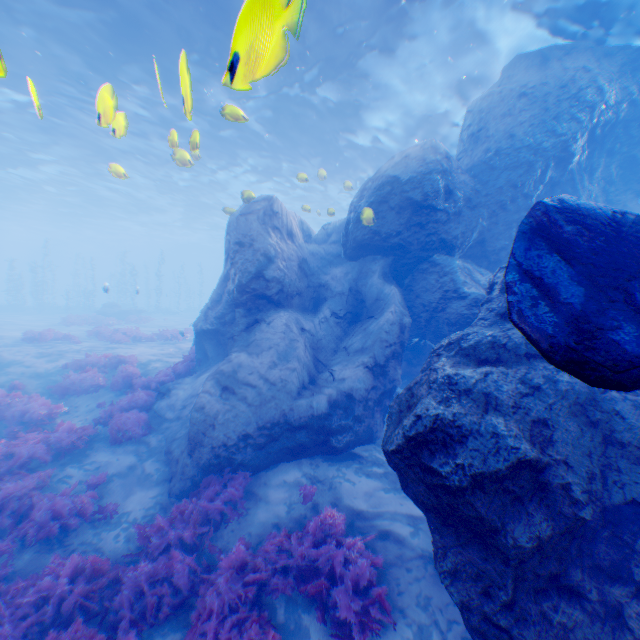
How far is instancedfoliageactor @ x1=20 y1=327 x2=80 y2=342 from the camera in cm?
1694

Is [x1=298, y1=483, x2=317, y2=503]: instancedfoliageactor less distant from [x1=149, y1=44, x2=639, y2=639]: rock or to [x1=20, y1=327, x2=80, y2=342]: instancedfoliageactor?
[x1=149, y1=44, x2=639, y2=639]: rock

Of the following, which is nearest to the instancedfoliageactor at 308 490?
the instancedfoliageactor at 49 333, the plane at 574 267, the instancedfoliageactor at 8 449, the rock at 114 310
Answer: the instancedfoliageactor at 8 449

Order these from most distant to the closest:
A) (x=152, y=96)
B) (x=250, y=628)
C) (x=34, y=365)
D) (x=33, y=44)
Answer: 1. (x=152, y=96)
2. (x=34, y=365)
3. (x=33, y=44)
4. (x=250, y=628)

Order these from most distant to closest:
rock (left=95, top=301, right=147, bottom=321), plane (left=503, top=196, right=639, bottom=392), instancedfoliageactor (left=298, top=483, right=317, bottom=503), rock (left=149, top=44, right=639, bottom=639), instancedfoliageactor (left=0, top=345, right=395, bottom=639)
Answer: rock (left=95, top=301, right=147, bottom=321)
instancedfoliageactor (left=298, top=483, right=317, bottom=503)
instancedfoliageactor (left=0, top=345, right=395, bottom=639)
rock (left=149, top=44, right=639, bottom=639)
plane (left=503, top=196, right=639, bottom=392)

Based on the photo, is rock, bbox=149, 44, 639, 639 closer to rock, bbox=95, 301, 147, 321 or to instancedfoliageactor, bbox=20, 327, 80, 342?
instancedfoliageactor, bbox=20, 327, 80, 342

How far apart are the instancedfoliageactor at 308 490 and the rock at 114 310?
29.6m

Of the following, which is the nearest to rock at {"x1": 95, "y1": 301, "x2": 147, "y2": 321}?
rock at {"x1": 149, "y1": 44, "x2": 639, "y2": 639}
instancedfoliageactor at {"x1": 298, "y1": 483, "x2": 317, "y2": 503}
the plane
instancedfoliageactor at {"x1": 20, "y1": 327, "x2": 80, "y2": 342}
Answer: rock at {"x1": 149, "y1": 44, "x2": 639, "y2": 639}
